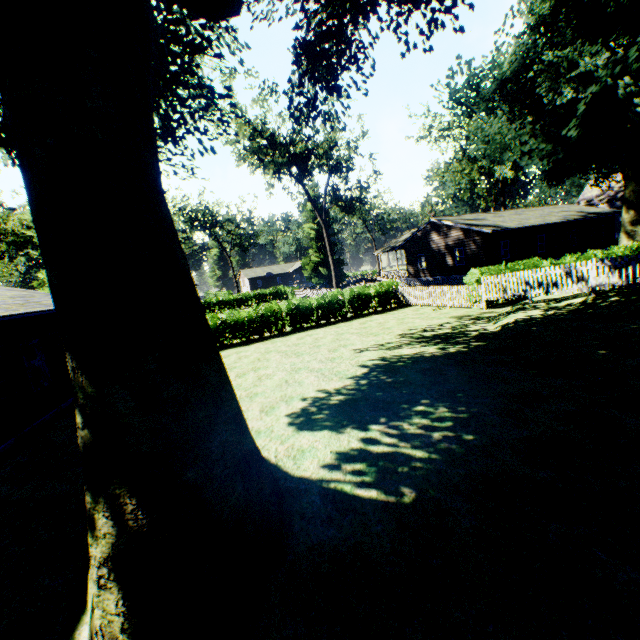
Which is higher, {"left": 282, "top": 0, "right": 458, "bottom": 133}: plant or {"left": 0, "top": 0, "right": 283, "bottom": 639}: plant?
{"left": 282, "top": 0, "right": 458, "bottom": 133}: plant

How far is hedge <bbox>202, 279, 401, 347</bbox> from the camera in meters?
18.8

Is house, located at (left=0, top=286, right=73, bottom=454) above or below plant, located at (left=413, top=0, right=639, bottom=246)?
below

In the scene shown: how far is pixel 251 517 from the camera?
3.8m

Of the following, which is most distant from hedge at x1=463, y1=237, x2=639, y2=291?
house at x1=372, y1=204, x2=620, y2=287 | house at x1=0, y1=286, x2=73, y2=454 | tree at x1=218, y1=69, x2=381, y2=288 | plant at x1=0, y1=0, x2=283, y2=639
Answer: house at x1=0, y1=286, x2=73, y2=454

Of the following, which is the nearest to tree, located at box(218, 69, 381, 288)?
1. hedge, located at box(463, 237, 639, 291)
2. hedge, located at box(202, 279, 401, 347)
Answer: hedge, located at box(202, 279, 401, 347)

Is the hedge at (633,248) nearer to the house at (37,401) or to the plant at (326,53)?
the plant at (326,53)

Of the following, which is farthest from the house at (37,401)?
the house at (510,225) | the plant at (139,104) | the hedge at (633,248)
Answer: Answer: the house at (510,225)
